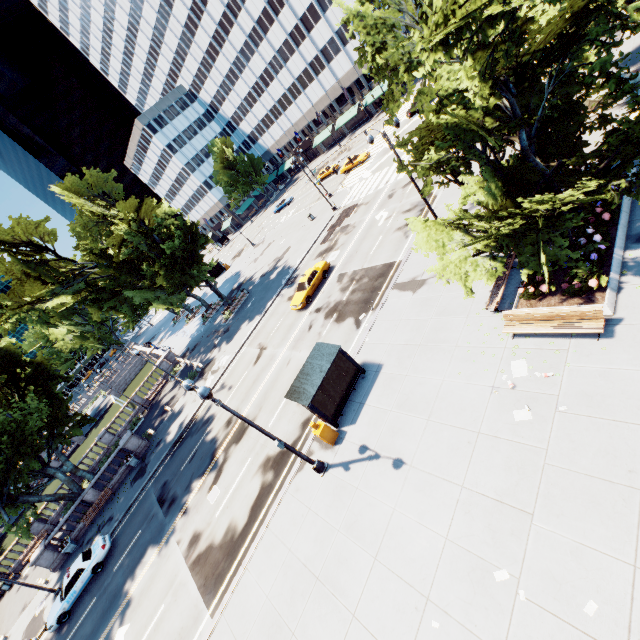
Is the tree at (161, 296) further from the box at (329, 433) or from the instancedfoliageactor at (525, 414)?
the box at (329, 433)

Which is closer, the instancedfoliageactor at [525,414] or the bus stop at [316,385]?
the instancedfoliageactor at [525,414]

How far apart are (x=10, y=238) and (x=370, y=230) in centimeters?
3509cm

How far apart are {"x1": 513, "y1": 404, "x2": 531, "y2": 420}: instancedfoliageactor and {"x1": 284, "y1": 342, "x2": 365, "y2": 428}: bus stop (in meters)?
7.29

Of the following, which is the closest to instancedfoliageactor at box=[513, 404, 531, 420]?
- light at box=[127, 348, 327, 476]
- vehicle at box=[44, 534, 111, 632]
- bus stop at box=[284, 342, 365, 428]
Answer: bus stop at box=[284, 342, 365, 428]

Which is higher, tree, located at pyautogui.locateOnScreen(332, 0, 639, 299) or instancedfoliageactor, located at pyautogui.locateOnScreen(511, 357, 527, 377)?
tree, located at pyautogui.locateOnScreen(332, 0, 639, 299)

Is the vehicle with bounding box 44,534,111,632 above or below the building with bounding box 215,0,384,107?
below

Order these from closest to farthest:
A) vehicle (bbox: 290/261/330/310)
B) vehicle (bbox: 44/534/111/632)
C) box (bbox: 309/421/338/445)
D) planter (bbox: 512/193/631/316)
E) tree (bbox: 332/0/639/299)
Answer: tree (bbox: 332/0/639/299) → planter (bbox: 512/193/631/316) → box (bbox: 309/421/338/445) → vehicle (bbox: 44/534/111/632) → vehicle (bbox: 290/261/330/310)
